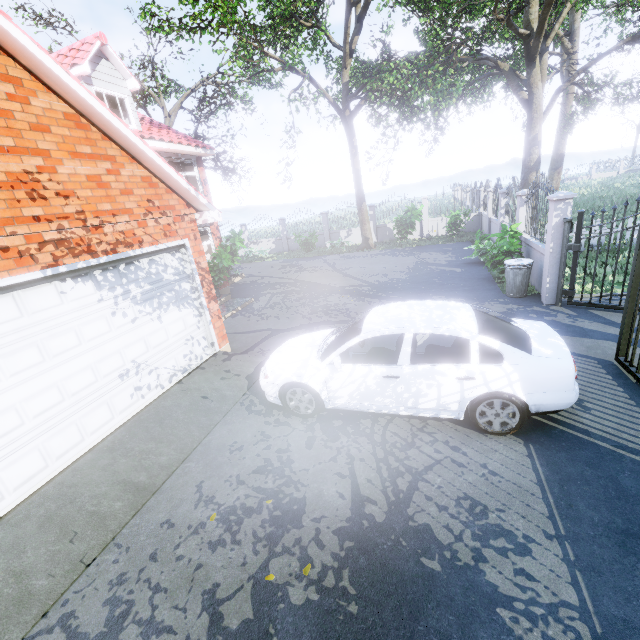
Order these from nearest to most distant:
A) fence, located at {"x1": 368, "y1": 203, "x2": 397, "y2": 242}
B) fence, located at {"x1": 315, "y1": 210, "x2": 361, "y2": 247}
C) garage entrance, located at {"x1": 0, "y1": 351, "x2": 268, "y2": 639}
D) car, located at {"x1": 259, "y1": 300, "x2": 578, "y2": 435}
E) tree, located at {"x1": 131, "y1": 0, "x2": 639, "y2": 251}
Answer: garage entrance, located at {"x1": 0, "y1": 351, "x2": 268, "y2": 639}, car, located at {"x1": 259, "y1": 300, "x2": 578, "y2": 435}, tree, located at {"x1": 131, "y1": 0, "x2": 639, "y2": 251}, fence, located at {"x1": 368, "y1": 203, "x2": 397, "y2": 242}, fence, located at {"x1": 315, "y1": 210, "x2": 361, "y2": 247}

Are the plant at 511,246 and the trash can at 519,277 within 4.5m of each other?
yes

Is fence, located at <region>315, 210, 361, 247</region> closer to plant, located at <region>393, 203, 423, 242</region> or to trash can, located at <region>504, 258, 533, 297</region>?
trash can, located at <region>504, 258, 533, 297</region>

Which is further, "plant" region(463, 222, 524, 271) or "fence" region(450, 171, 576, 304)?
"plant" region(463, 222, 524, 271)

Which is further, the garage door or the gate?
the gate

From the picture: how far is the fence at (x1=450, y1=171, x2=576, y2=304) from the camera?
7.3m

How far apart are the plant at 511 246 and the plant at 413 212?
7.69m

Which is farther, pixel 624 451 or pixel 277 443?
pixel 277 443
